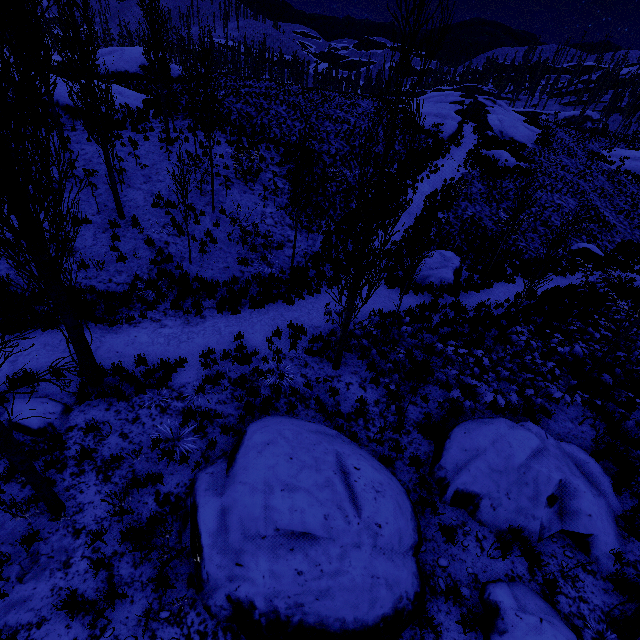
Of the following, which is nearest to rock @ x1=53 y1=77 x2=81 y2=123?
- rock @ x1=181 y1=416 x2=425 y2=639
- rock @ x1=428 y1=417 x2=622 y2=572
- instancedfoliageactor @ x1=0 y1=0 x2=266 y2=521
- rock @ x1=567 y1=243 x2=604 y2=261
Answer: instancedfoliageactor @ x1=0 y1=0 x2=266 y2=521

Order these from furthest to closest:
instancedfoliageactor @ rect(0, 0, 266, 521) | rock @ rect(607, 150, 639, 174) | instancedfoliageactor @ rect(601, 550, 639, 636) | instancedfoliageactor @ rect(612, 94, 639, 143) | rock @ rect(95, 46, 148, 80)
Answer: instancedfoliageactor @ rect(612, 94, 639, 143) → rock @ rect(607, 150, 639, 174) → rock @ rect(95, 46, 148, 80) → instancedfoliageactor @ rect(601, 550, 639, 636) → instancedfoliageactor @ rect(0, 0, 266, 521)

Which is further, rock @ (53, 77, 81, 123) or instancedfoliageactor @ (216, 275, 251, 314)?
rock @ (53, 77, 81, 123)

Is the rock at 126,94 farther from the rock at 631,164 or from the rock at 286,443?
the rock at 631,164

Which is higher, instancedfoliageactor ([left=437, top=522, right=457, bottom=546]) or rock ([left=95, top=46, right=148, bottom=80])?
rock ([left=95, top=46, right=148, bottom=80])

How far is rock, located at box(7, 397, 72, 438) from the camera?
5.97m

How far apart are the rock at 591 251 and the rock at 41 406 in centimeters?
2516cm

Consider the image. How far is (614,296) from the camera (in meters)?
11.26
